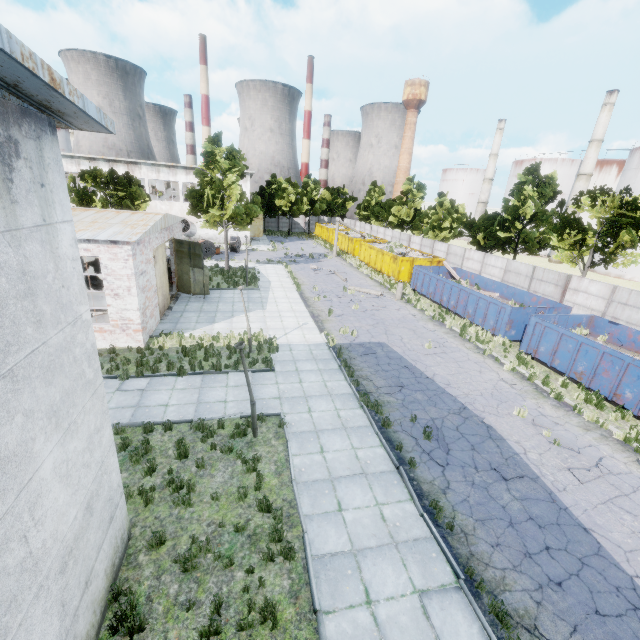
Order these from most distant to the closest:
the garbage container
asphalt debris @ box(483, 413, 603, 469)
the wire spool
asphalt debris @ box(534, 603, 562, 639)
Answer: the wire spool < the garbage container < asphalt debris @ box(483, 413, 603, 469) < asphalt debris @ box(534, 603, 562, 639)

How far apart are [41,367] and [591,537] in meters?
11.9

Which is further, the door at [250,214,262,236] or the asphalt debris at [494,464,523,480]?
the door at [250,214,262,236]

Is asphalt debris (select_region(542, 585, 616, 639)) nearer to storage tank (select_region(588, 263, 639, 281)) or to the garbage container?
the garbage container

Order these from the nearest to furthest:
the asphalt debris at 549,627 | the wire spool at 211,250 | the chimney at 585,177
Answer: the asphalt debris at 549,627, the wire spool at 211,250, the chimney at 585,177

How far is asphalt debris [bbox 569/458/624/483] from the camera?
9.7m

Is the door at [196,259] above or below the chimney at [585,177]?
below

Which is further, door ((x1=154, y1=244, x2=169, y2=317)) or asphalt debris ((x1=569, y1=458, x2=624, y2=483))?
door ((x1=154, y1=244, x2=169, y2=317))
